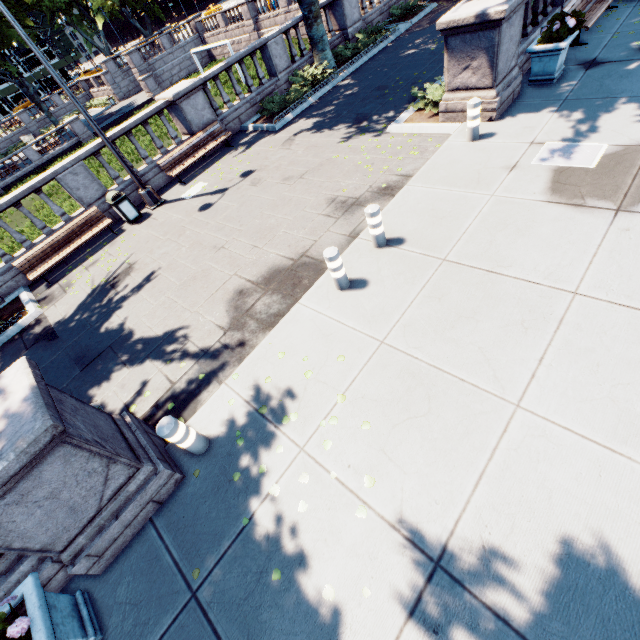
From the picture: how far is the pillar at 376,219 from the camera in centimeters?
562cm

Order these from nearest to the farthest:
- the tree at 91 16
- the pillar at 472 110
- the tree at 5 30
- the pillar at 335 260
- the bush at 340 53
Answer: the pillar at 335 260 → the pillar at 472 110 → the bush at 340 53 → the tree at 5 30 → the tree at 91 16

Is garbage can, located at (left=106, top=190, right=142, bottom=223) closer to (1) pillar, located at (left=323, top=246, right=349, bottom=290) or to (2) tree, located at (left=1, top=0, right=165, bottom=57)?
(2) tree, located at (left=1, top=0, right=165, bottom=57)

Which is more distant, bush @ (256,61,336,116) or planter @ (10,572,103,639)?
bush @ (256,61,336,116)

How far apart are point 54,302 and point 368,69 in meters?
14.7 m

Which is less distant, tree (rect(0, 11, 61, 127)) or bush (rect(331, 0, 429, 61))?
bush (rect(331, 0, 429, 61))

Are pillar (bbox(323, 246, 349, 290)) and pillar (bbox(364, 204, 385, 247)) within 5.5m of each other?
yes

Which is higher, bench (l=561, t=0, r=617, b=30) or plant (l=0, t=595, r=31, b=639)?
plant (l=0, t=595, r=31, b=639)
